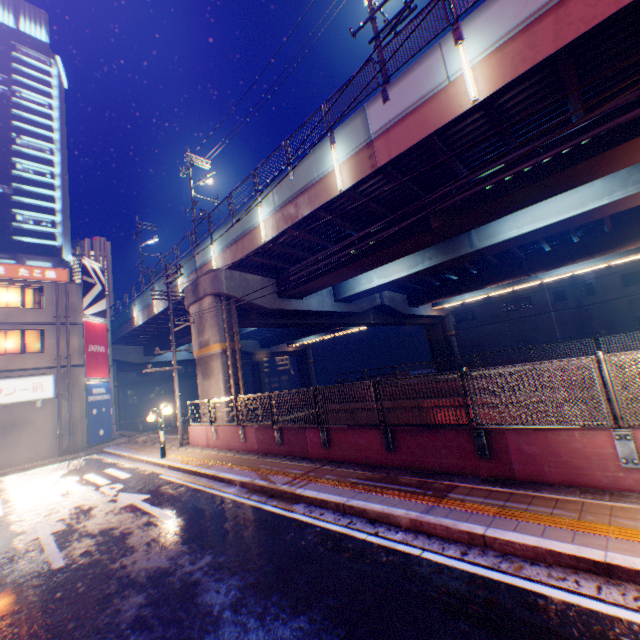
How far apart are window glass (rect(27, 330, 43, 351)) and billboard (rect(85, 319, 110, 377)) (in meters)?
2.11

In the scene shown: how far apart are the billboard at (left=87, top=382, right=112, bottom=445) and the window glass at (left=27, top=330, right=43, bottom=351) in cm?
318

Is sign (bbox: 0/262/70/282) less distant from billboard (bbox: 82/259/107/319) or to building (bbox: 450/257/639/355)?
billboard (bbox: 82/259/107/319)

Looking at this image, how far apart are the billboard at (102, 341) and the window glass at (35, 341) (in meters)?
2.11

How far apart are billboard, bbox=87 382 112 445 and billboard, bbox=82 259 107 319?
4.8m

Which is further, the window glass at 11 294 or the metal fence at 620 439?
the window glass at 11 294

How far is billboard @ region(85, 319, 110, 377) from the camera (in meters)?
A: 23.34

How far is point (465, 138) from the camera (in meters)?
10.69
